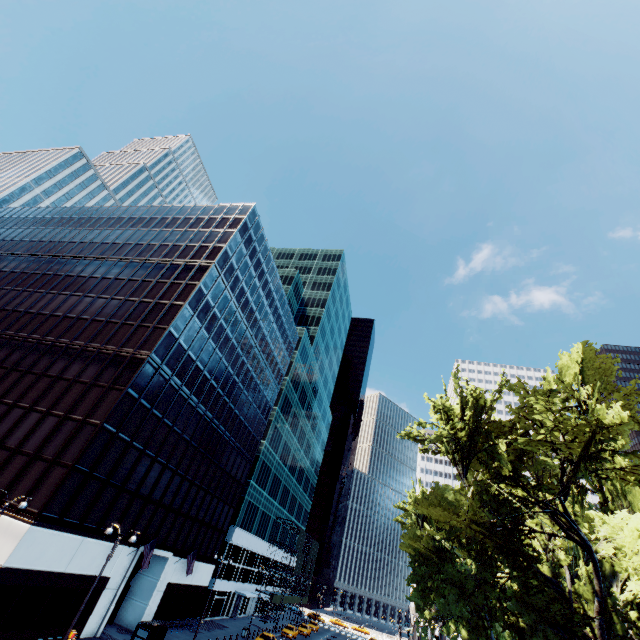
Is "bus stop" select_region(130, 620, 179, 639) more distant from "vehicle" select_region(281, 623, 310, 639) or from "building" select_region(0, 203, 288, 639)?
"vehicle" select_region(281, 623, 310, 639)

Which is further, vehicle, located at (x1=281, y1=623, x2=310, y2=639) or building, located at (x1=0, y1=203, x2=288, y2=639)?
vehicle, located at (x1=281, y1=623, x2=310, y2=639)

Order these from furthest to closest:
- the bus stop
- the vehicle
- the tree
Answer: the vehicle → the bus stop → the tree

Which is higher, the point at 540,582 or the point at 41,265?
the point at 41,265

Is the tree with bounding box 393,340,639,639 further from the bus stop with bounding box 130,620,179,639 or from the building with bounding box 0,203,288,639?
the building with bounding box 0,203,288,639

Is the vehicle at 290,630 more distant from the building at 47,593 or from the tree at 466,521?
the tree at 466,521

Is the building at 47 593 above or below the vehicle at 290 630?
above

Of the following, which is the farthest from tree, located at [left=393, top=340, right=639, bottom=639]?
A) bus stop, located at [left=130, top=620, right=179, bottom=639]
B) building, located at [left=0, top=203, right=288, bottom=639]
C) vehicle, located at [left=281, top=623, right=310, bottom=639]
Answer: building, located at [left=0, top=203, right=288, bottom=639]
